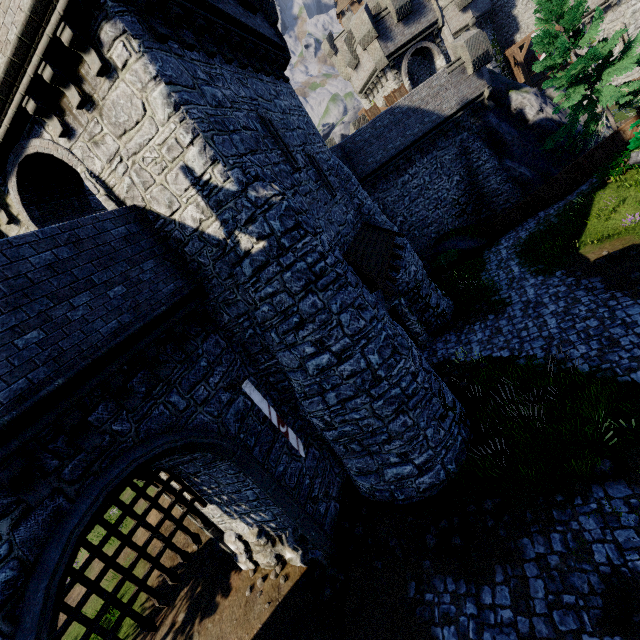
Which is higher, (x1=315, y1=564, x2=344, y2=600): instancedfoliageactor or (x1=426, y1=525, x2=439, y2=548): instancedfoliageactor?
(x1=426, y1=525, x2=439, y2=548): instancedfoliageactor

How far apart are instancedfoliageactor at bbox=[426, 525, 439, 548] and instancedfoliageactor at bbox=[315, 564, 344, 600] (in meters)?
2.76

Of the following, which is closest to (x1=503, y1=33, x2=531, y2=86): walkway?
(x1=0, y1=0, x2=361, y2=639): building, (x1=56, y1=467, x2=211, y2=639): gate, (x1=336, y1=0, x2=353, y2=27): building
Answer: (x1=336, y1=0, x2=353, y2=27): building

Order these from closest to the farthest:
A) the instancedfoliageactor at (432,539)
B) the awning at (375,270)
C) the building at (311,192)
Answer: the building at (311,192), the instancedfoliageactor at (432,539), the awning at (375,270)

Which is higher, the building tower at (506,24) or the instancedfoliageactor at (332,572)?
the building tower at (506,24)

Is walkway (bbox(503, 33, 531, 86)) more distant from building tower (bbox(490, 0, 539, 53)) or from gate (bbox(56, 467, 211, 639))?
gate (bbox(56, 467, 211, 639))

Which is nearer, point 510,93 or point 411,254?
point 411,254

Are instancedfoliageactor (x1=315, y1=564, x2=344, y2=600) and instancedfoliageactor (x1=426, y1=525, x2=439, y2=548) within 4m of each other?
yes
